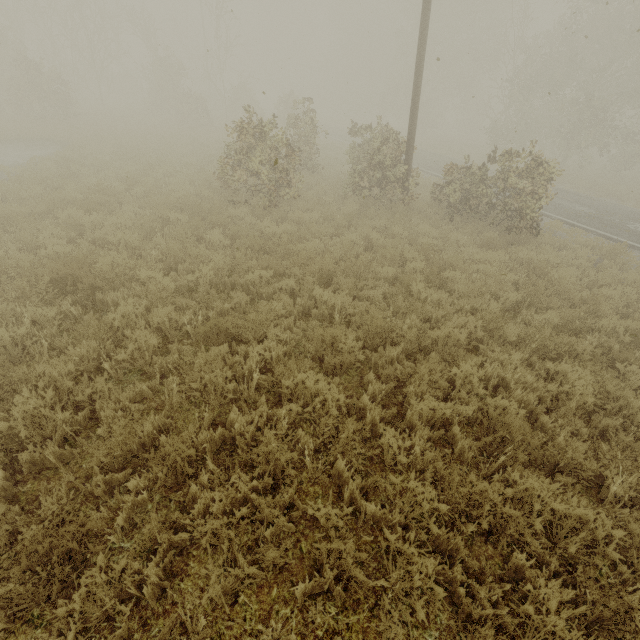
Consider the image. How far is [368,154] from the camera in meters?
11.8

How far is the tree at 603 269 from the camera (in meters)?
8.16

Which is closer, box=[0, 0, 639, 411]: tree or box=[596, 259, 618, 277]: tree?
box=[0, 0, 639, 411]: tree

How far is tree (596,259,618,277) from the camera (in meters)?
8.16

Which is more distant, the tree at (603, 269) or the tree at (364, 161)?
the tree at (603, 269)
